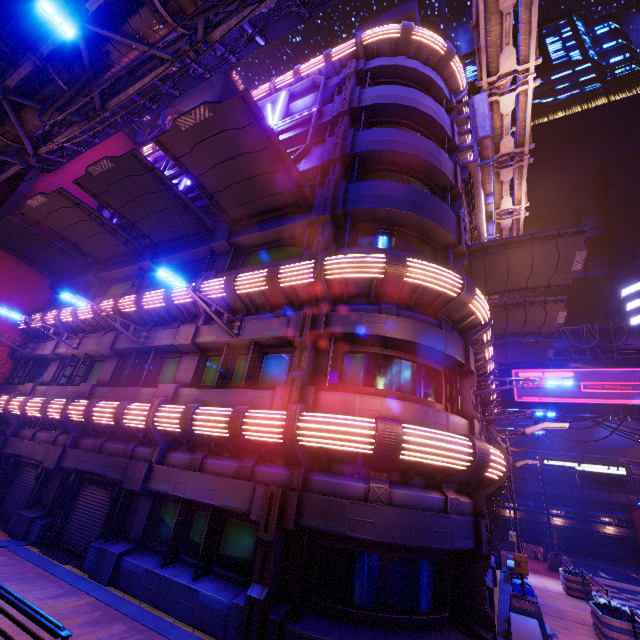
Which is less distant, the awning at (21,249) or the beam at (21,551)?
the beam at (21,551)

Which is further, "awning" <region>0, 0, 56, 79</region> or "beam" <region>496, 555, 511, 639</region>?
"awning" <region>0, 0, 56, 79</region>

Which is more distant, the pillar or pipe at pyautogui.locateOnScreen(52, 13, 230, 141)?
the pillar

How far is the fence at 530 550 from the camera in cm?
2494

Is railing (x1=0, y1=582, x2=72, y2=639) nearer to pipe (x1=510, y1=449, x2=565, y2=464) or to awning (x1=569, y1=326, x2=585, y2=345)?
awning (x1=569, y1=326, x2=585, y2=345)

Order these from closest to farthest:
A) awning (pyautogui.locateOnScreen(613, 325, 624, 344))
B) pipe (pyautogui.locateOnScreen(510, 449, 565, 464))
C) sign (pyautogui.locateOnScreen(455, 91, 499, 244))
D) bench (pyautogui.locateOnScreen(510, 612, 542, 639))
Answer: bench (pyautogui.locateOnScreen(510, 612, 542, 639)) < sign (pyautogui.locateOnScreen(455, 91, 499, 244)) < awning (pyautogui.locateOnScreen(613, 325, 624, 344)) < pipe (pyautogui.locateOnScreen(510, 449, 565, 464))

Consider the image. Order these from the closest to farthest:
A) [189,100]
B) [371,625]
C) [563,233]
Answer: [371,625], [563,233], [189,100]

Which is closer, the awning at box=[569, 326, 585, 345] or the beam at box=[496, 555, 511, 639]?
the beam at box=[496, 555, 511, 639]
